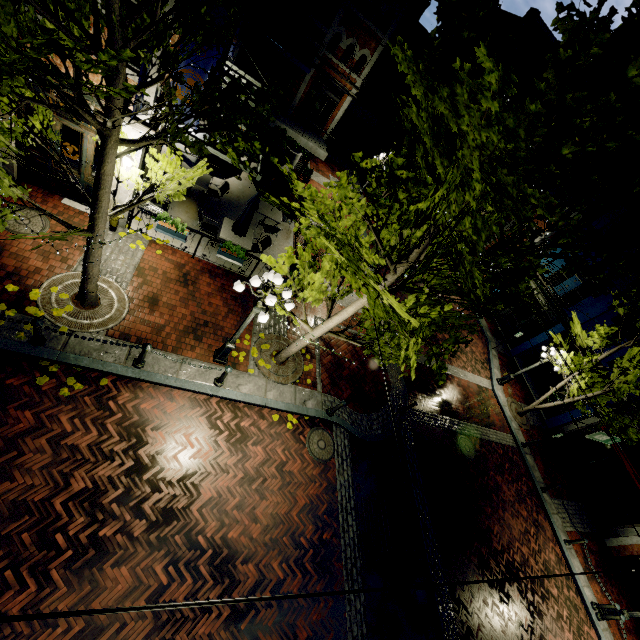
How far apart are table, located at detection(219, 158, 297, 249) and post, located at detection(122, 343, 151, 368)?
7.04m

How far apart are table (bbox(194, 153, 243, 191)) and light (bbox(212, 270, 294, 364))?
5.90m

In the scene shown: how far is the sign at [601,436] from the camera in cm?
927

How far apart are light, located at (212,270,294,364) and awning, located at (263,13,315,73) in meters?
18.3

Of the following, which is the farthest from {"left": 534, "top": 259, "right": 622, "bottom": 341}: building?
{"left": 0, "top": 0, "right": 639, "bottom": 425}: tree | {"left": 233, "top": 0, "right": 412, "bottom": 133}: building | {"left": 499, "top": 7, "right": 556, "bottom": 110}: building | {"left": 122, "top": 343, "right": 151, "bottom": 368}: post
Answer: {"left": 122, "top": 343, "right": 151, "bottom": 368}: post

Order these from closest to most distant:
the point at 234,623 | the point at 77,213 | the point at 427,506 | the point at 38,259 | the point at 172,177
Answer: the point at 234,623
the point at 172,177
the point at 38,259
the point at 77,213
the point at 427,506

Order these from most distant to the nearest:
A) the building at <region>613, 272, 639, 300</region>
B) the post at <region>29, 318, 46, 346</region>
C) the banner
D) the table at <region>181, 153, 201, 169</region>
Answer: the building at <region>613, 272, 639, 300</region> → the table at <region>181, 153, 201, 169</region> → the banner → the post at <region>29, 318, 46, 346</region>

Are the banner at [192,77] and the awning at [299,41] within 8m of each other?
no
